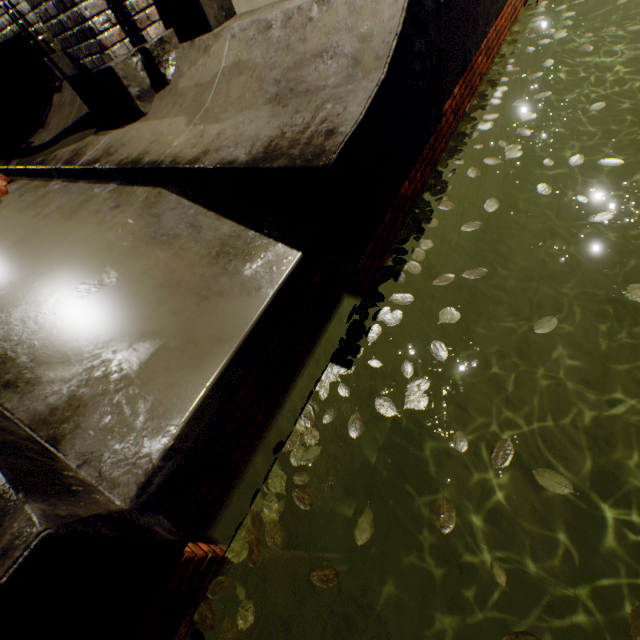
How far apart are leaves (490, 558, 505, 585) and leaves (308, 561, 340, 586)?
0.7m

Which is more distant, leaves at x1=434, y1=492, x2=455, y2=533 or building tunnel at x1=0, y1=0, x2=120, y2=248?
building tunnel at x1=0, y1=0, x2=120, y2=248

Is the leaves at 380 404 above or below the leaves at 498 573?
above

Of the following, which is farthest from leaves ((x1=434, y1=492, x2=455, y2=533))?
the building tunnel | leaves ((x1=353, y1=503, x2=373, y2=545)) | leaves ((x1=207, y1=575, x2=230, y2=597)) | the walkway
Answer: the walkway

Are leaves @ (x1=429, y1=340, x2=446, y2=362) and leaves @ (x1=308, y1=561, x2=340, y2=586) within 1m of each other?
no

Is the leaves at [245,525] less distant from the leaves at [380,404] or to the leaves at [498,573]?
the leaves at [380,404]

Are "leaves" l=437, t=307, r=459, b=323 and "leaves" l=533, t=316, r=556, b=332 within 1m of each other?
yes

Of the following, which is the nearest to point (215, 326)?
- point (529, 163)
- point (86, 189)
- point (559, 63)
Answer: point (86, 189)
